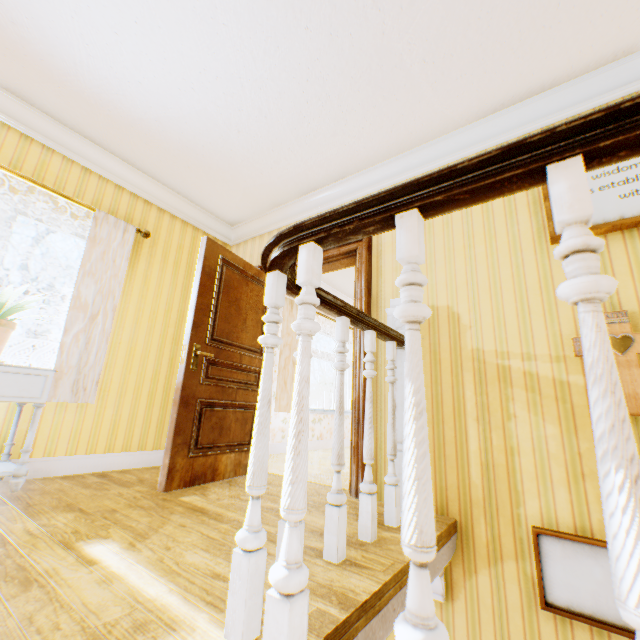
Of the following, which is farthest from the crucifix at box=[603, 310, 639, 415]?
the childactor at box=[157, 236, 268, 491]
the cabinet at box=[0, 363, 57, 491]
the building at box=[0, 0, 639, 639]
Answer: the cabinet at box=[0, 363, 57, 491]

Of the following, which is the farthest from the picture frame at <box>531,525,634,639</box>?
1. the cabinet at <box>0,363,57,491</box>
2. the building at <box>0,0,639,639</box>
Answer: the cabinet at <box>0,363,57,491</box>

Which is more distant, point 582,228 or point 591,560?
point 591,560

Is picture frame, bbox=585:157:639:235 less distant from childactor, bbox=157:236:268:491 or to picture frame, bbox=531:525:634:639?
picture frame, bbox=531:525:634:639

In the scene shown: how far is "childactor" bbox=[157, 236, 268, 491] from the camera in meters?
2.7

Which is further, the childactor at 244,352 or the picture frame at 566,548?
the childactor at 244,352

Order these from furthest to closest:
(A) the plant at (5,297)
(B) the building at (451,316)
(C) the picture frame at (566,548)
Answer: (A) the plant at (5,297)
(C) the picture frame at (566,548)
(B) the building at (451,316)

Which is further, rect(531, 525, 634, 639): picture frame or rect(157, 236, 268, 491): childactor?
rect(157, 236, 268, 491): childactor
